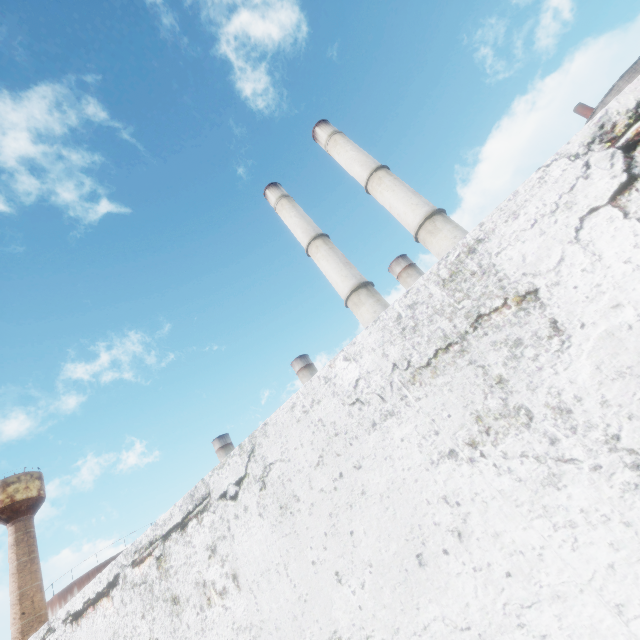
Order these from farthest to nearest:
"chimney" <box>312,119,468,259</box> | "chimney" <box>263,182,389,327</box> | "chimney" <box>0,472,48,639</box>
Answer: "chimney" <box>0,472,48,639</box>
"chimney" <box>263,182,389,327</box>
"chimney" <box>312,119,468,259</box>

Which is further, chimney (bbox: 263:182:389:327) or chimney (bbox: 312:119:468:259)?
chimney (bbox: 263:182:389:327)

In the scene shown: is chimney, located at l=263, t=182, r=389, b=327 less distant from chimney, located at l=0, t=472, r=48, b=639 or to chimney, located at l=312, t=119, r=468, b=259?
chimney, located at l=312, t=119, r=468, b=259

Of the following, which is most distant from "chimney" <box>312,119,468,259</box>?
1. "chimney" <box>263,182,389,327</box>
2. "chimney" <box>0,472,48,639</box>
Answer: "chimney" <box>0,472,48,639</box>

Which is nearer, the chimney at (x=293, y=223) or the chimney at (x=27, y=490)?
the chimney at (x=293, y=223)

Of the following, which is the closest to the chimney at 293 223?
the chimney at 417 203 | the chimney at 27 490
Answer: the chimney at 417 203

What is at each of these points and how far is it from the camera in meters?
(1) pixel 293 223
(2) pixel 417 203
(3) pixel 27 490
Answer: (1) chimney, 28.0
(2) chimney, 22.2
(3) chimney, 58.3

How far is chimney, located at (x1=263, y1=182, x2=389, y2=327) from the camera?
23.0m
